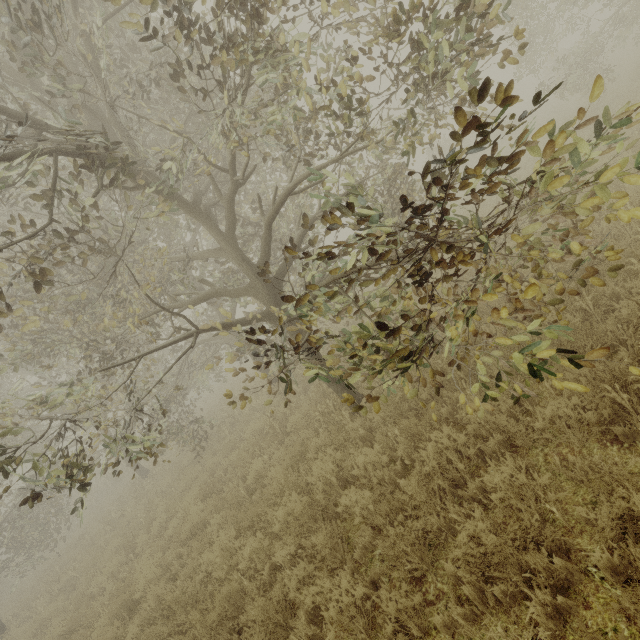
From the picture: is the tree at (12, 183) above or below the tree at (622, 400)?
above

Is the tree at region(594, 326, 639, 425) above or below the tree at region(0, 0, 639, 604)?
below

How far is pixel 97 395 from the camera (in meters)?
5.15
